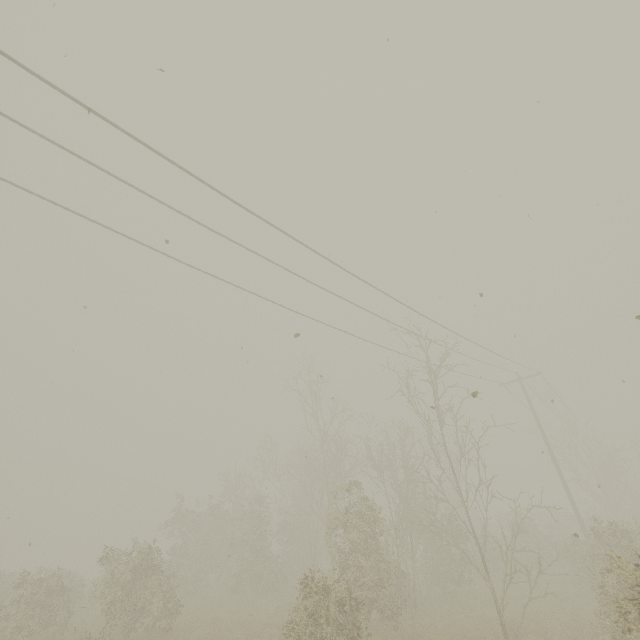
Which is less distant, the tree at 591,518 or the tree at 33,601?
the tree at 591,518

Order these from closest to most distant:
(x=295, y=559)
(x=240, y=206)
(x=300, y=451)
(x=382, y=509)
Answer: (x=240, y=206), (x=295, y=559), (x=300, y=451), (x=382, y=509)

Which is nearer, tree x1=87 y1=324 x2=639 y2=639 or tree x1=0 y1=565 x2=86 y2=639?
tree x1=87 y1=324 x2=639 y2=639
